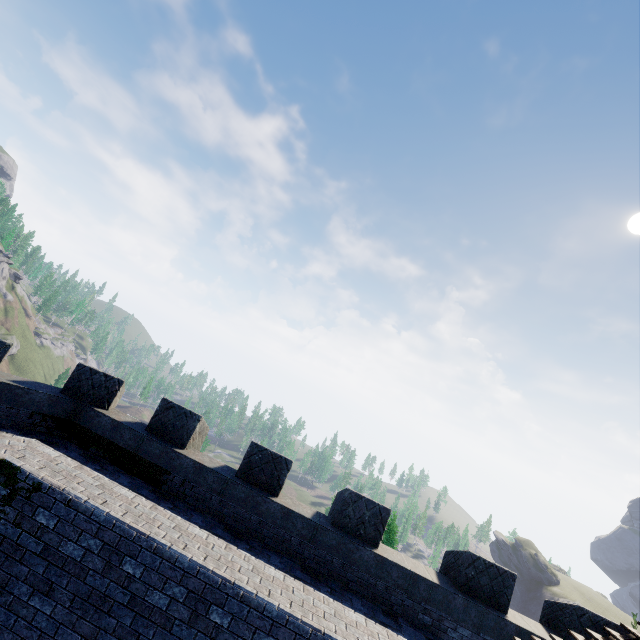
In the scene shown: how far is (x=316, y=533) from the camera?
8.4 meters
